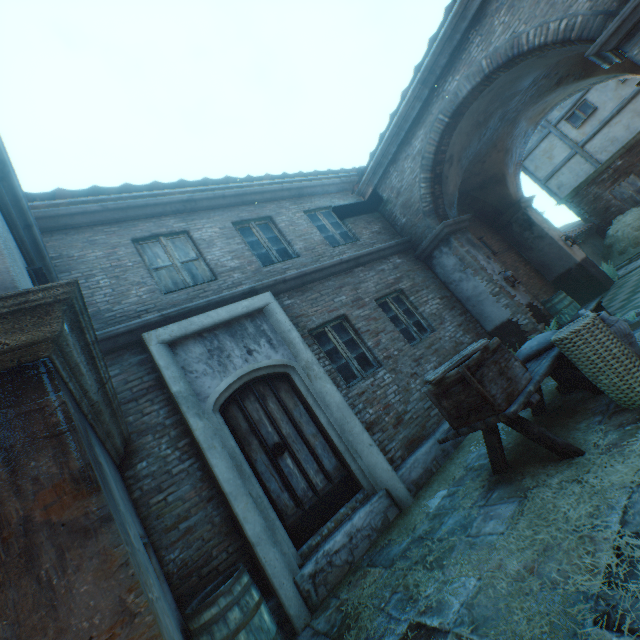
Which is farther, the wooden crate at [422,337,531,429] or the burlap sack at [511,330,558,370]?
the burlap sack at [511,330,558,370]

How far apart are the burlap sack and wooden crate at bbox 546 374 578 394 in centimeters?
7cm

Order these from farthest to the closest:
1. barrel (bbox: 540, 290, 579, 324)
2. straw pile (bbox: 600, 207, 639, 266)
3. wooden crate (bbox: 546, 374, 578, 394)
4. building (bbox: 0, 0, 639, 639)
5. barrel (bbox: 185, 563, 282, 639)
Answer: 1. straw pile (bbox: 600, 207, 639, 266)
2. barrel (bbox: 540, 290, 579, 324)
3. wooden crate (bbox: 546, 374, 578, 394)
4. barrel (bbox: 185, 563, 282, 639)
5. building (bbox: 0, 0, 639, 639)

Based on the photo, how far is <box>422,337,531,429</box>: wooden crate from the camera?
3.2 meters

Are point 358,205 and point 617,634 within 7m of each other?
no

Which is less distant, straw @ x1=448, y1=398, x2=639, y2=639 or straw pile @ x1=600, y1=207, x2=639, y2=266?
straw @ x1=448, y1=398, x2=639, y2=639

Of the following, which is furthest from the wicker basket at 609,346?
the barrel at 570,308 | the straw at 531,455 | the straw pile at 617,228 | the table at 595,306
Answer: the straw pile at 617,228

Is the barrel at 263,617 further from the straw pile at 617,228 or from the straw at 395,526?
the straw pile at 617,228
